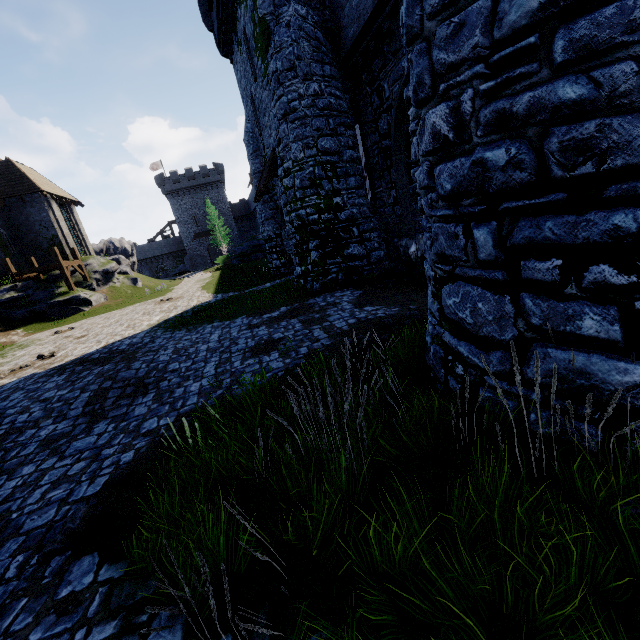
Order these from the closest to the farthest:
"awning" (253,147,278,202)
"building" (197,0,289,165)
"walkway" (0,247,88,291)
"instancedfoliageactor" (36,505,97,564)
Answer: "instancedfoliageactor" (36,505,97,564) → "building" (197,0,289,165) → "awning" (253,147,278,202) → "walkway" (0,247,88,291)

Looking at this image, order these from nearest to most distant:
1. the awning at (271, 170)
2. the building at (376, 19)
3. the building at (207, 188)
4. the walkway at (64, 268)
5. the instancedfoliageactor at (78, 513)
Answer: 1. the instancedfoliageactor at (78, 513)
2. the building at (376, 19)
3. the awning at (271, 170)
4. the walkway at (64, 268)
5. the building at (207, 188)

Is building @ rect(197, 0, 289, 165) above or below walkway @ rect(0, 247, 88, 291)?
above

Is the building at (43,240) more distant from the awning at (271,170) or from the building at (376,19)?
the awning at (271,170)

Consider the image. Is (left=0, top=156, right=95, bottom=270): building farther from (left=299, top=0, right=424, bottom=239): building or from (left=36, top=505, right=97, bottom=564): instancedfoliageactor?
(left=36, top=505, right=97, bottom=564): instancedfoliageactor

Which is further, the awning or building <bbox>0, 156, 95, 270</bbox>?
building <bbox>0, 156, 95, 270</bbox>

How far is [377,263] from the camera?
13.7m

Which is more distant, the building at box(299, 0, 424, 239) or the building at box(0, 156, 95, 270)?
the building at box(0, 156, 95, 270)
